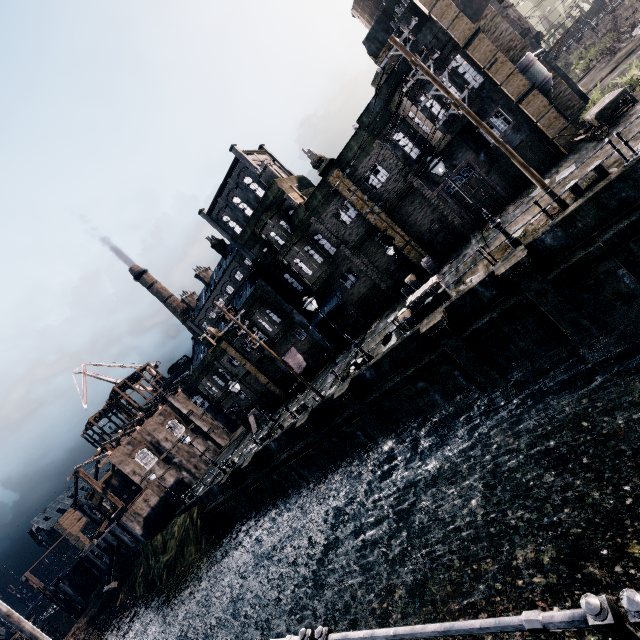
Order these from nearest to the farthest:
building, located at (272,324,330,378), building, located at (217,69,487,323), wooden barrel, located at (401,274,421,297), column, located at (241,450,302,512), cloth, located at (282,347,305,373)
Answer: building, located at (217,69,487,323) < wooden barrel, located at (401,274,421,297) < column, located at (241,450,302,512) < building, located at (272,324,330,378) < cloth, located at (282,347,305,373)

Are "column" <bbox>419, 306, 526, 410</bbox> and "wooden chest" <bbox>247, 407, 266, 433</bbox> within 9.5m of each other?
no

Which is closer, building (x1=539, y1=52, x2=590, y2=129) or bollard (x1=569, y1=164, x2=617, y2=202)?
bollard (x1=569, y1=164, x2=617, y2=202)

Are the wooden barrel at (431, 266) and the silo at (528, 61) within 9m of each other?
no

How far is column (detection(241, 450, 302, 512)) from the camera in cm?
2811

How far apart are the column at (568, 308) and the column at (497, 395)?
2.9m

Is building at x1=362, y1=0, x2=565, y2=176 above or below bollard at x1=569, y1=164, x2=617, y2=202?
above

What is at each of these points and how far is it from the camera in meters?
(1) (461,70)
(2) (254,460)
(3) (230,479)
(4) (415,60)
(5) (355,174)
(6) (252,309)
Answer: (1) building, 20.1
(2) column, 28.2
(3) column, 30.5
(4) electric pole, 13.5
(5) building, 24.8
(6) building, 31.1
